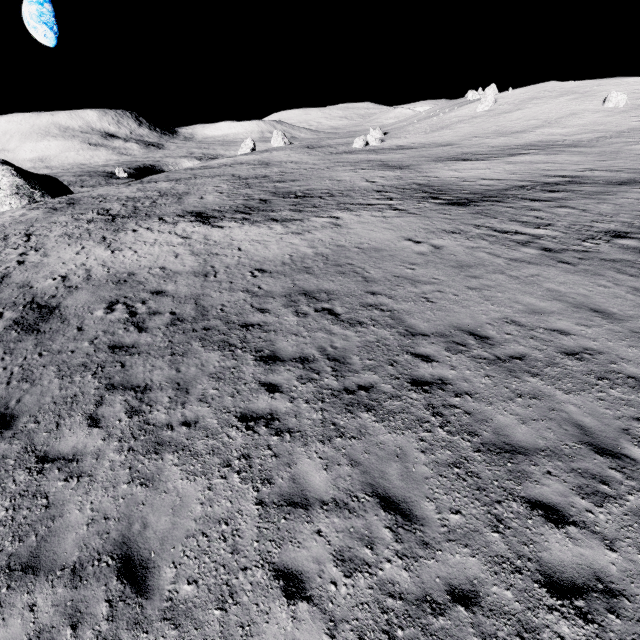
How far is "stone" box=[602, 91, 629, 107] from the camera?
53.1 meters

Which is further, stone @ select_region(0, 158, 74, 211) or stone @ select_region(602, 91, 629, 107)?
stone @ select_region(602, 91, 629, 107)

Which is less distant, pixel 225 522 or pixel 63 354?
pixel 225 522

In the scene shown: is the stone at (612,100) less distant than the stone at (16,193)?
No

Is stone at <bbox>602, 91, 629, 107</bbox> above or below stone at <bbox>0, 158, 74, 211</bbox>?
above

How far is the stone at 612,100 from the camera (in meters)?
53.06
